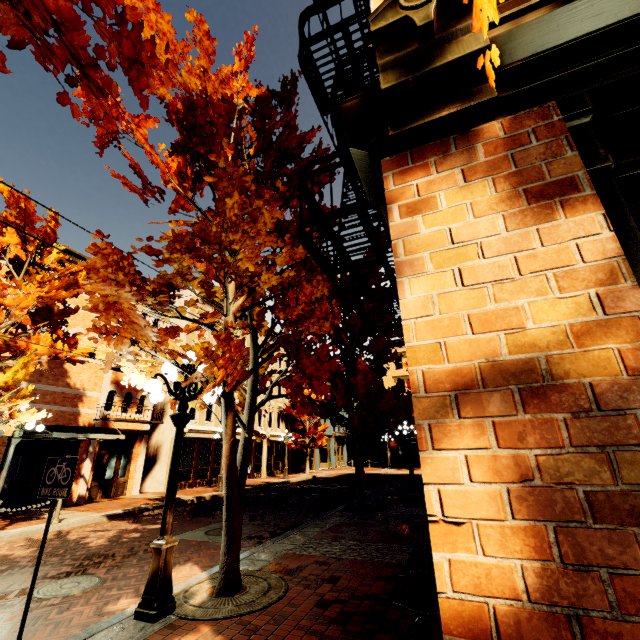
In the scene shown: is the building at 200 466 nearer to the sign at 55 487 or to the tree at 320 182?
the tree at 320 182

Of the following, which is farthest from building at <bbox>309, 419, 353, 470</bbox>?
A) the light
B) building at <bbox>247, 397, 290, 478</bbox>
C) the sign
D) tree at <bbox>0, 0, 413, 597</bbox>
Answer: the sign

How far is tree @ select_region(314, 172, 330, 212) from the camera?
5.04m

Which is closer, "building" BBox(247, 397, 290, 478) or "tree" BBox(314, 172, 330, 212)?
"tree" BBox(314, 172, 330, 212)

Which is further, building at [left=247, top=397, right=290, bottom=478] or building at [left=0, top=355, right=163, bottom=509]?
building at [left=247, top=397, right=290, bottom=478]

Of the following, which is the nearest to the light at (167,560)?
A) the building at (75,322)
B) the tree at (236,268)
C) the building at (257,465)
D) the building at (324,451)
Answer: the tree at (236,268)

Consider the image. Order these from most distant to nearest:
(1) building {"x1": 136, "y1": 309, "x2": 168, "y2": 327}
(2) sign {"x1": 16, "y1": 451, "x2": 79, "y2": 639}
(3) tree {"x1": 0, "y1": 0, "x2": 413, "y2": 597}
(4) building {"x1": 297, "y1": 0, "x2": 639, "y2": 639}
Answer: (1) building {"x1": 136, "y1": 309, "x2": 168, "y2": 327} → (2) sign {"x1": 16, "y1": 451, "x2": 79, "y2": 639} → (3) tree {"x1": 0, "y1": 0, "x2": 413, "y2": 597} → (4) building {"x1": 297, "y1": 0, "x2": 639, "y2": 639}

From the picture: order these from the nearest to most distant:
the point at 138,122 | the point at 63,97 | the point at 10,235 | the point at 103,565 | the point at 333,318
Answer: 1. the point at 63,97
2. the point at 138,122
3. the point at 103,565
4. the point at 333,318
5. the point at 10,235
